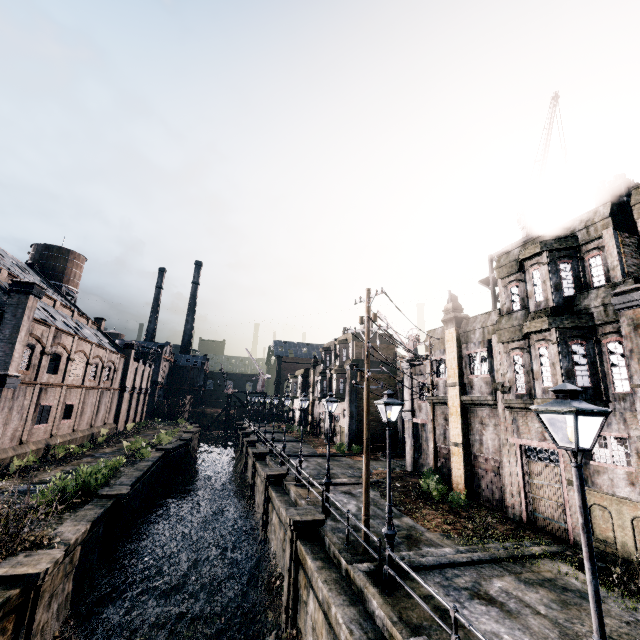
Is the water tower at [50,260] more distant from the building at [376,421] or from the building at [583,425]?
the building at [583,425]

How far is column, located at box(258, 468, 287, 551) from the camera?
21.1 meters

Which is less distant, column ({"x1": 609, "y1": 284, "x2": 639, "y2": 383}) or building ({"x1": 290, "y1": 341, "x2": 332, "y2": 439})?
column ({"x1": 609, "y1": 284, "x2": 639, "y2": 383})

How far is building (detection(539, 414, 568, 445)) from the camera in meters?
14.0 m

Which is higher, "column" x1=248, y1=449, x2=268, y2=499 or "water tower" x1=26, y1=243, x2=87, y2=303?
"water tower" x1=26, y1=243, x2=87, y2=303

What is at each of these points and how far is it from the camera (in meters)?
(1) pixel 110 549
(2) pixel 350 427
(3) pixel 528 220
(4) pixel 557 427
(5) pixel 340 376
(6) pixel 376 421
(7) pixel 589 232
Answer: (1) column, 17.06
(2) column, 36.00
(3) crane, 19.92
(4) building, 14.30
(5) building, 39.81
(6) building, 37.75
(7) building, 14.07

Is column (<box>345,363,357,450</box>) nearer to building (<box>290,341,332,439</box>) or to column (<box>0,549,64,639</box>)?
building (<box>290,341,332,439</box>)

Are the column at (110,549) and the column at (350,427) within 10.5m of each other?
no
